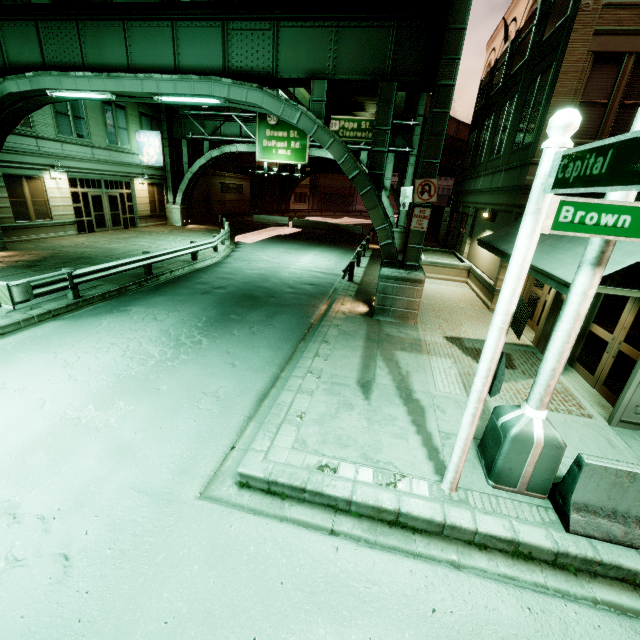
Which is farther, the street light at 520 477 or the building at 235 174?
the building at 235 174

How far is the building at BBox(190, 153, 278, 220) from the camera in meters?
33.6

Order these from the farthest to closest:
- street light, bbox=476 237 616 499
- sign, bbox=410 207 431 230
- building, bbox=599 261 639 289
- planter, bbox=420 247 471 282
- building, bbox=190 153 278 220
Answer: building, bbox=190 153 278 220
planter, bbox=420 247 471 282
sign, bbox=410 207 431 230
building, bbox=599 261 639 289
street light, bbox=476 237 616 499

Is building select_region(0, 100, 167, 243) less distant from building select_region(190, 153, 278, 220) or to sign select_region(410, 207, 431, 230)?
building select_region(190, 153, 278, 220)

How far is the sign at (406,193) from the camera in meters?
24.0

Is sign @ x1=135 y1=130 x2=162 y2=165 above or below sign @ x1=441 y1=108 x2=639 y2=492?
above

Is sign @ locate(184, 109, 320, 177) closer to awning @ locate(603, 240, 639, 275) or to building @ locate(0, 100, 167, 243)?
building @ locate(0, 100, 167, 243)

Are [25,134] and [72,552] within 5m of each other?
no
